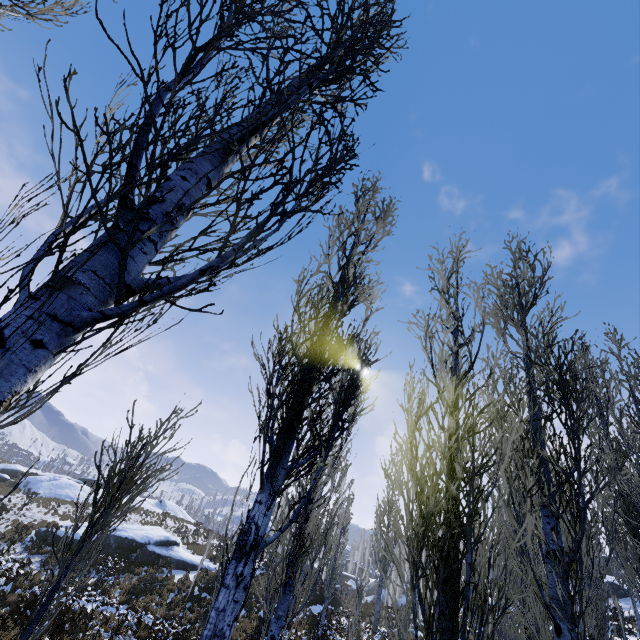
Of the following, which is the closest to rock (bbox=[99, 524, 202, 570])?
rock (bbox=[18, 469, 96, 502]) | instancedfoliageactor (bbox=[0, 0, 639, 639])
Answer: instancedfoliageactor (bbox=[0, 0, 639, 639])

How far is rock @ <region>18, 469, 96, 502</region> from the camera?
34.9m

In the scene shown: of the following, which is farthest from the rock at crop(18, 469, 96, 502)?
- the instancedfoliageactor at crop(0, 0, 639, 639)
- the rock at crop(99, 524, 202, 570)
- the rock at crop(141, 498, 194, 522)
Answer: the instancedfoliageactor at crop(0, 0, 639, 639)

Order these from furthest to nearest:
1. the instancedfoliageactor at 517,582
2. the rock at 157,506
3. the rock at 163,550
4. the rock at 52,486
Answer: the rock at 157,506
the rock at 52,486
the rock at 163,550
the instancedfoliageactor at 517,582

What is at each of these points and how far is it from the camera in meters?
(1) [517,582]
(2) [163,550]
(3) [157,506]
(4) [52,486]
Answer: (1) instancedfoliageactor, 8.9 m
(2) rock, 24.3 m
(3) rock, 44.8 m
(4) rock, 36.4 m

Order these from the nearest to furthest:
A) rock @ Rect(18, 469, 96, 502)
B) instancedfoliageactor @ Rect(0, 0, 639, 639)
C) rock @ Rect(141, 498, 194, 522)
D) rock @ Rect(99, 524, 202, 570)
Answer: instancedfoliageactor @ Rect(0, 0, 639, 639)
rock @ Rect(99, 524, 202, 570)
rock @ Rect(18, 469, 96, 502)
rock @ Rect(141, 498, 194, 522)

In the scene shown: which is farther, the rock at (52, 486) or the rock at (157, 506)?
the rock at (157, 506)

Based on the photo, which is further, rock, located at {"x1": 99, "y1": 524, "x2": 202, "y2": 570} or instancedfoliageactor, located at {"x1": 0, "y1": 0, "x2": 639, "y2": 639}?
rock, located at {"x1": 99, "y1": 524, "x2": 202, "y2": 570}
